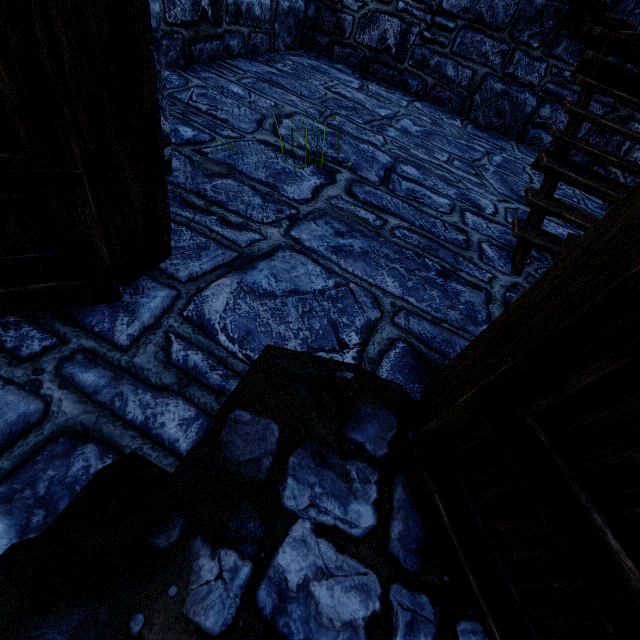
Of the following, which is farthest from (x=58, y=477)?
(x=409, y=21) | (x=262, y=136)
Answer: (x=409, y=21)
